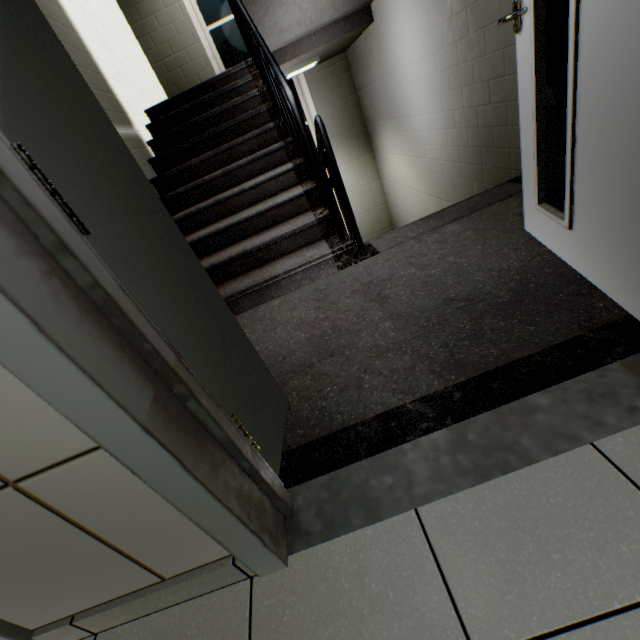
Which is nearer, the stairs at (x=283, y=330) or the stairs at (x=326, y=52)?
the stairs at (x=283, y=330)

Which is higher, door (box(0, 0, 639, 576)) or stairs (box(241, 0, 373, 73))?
stairs (box(241, 0, 373, 73))

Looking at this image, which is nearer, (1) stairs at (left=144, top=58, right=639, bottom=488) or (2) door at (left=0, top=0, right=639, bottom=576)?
(2) door at (left=0, top=0, right=639, bottom=576)

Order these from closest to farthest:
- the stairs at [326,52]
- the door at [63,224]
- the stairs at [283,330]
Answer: the door at [63,224] → the stairs at [283,330] → the stairs at [326,52]

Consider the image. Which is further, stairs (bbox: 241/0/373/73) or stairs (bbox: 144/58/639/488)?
stairs (bbox: 241/0/373/73)

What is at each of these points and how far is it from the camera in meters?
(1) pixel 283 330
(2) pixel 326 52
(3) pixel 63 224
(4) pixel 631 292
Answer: (1) stairs, 1.9 m
(2) stairs, 4.6 m
(3) door, 0.5 m
(4) door, 1.1 m

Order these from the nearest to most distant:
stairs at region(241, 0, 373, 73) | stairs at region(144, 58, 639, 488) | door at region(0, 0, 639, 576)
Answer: door at region(0, 0, 639, 576) → stairs at region(144, 58, 639, 488) → stairs at region(241, 0, 373, 73)
